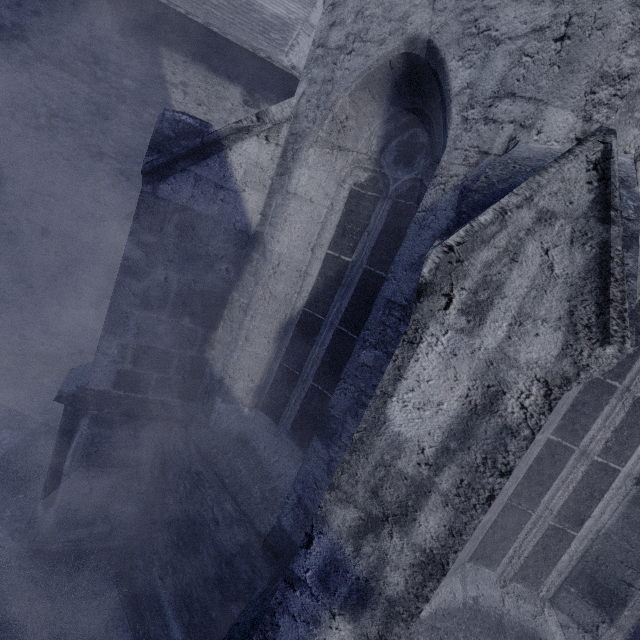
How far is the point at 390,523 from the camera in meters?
1.2
